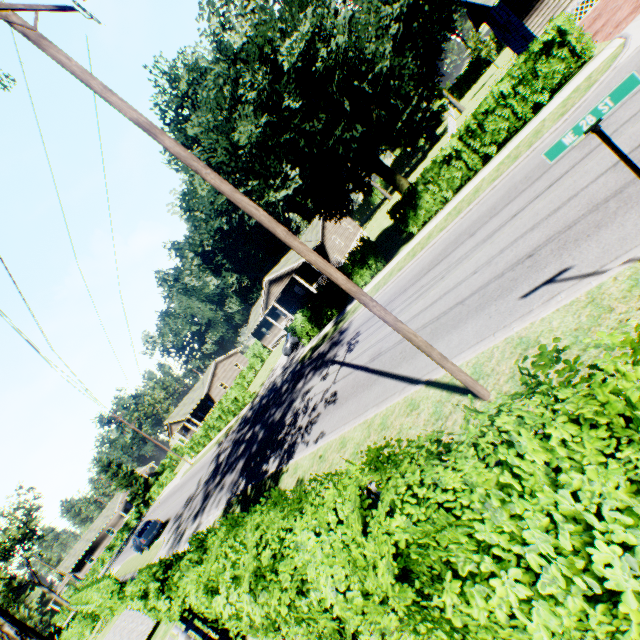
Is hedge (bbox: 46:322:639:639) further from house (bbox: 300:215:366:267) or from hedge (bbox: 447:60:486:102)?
hedge (bbox: 447:60:486:102)

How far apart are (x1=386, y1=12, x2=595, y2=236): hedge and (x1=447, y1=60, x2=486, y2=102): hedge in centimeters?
5558cm

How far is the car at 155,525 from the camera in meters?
25.3 m

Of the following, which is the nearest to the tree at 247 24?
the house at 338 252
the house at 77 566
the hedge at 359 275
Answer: the hedge at 359 275

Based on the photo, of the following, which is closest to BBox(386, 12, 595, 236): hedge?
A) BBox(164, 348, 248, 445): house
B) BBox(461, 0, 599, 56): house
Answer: BBox(461, 0, 599, 56): house

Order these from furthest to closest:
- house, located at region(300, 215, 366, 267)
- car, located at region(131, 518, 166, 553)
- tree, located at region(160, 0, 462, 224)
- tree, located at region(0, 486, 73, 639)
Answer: house, located at region(300, 215, 366, 267)
car, located at region(131, 518, 166, 553)
tree, located at region(160, 0, 462, 224)
tree, located at region(0, 486, 73, 639)

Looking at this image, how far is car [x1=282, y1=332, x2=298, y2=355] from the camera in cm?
2966

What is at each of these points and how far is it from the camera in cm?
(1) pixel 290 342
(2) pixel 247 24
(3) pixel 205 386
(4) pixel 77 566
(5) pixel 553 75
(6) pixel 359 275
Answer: (1) car, 2975
(2) tree, 1245
(3) house, 5253
(4) house, 5978
(5) hedge, 1277
(6) hedge, 2044
